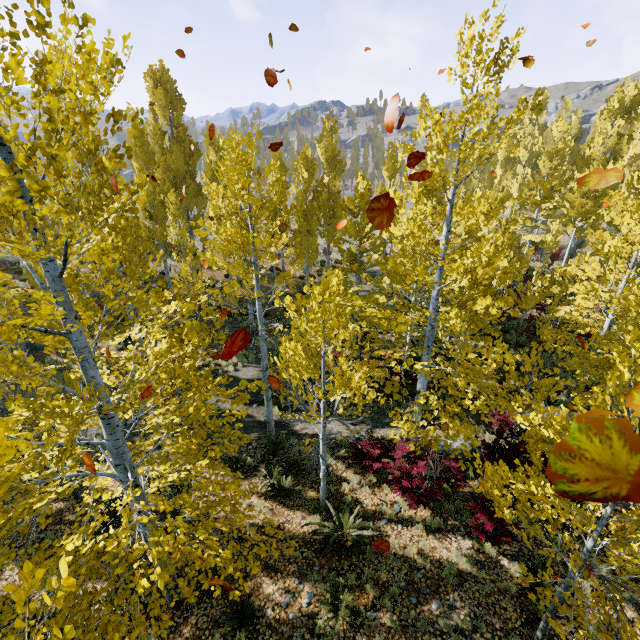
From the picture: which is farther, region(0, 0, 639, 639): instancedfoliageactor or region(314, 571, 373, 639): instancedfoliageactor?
region(314, 571, 373, 639): instancedfoliageactor

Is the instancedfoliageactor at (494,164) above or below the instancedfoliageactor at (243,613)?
above

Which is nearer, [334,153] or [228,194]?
[228,194]

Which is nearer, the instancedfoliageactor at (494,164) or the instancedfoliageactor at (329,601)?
the instancedfoliageactor at (494,164)

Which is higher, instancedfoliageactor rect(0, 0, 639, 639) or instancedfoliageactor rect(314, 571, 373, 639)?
instancedfoliageactor rect(0, 0, 639, 639)
